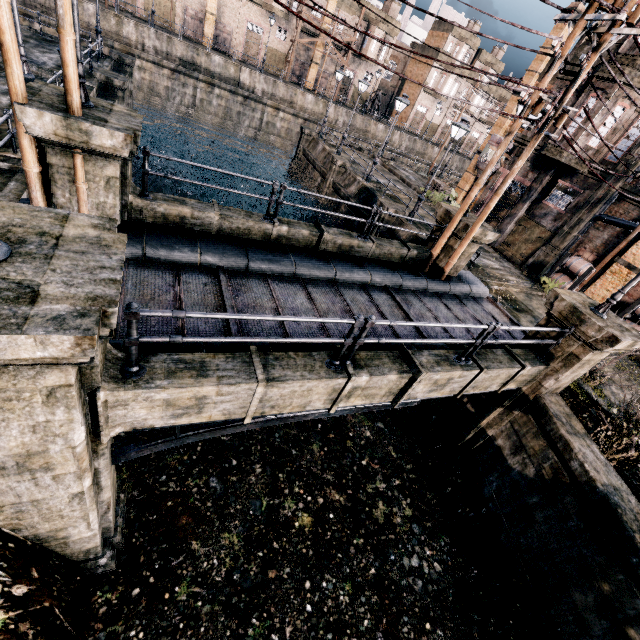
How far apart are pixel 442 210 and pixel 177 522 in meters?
14.0

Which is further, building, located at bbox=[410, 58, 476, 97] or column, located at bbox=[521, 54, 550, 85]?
building, located at bbox=[410, 58, 476, 97]

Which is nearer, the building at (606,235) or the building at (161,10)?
the building at (606,235)

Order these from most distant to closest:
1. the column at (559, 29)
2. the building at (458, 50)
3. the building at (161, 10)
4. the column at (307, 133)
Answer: the building at (458, 50), the building at (161, 10), the column at (307, 133), the column at (559, 29)

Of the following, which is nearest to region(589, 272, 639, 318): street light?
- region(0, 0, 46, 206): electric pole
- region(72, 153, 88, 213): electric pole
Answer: region(0, 0, 46, 206): electric pole

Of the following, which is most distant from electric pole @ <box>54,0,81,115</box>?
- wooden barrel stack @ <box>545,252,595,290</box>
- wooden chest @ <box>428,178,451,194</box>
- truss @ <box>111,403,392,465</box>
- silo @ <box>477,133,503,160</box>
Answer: wooden chest @ <box>428,178,451,194</box>

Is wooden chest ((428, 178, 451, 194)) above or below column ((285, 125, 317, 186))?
above

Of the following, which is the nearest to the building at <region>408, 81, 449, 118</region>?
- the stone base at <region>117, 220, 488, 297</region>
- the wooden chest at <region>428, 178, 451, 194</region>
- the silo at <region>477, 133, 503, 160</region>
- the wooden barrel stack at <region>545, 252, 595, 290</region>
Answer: the wooden chest at <region>428, 178, 451, 194</region>
